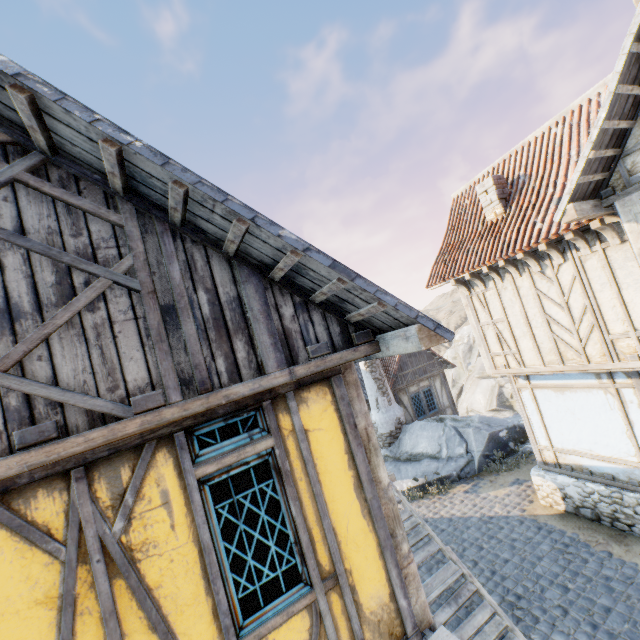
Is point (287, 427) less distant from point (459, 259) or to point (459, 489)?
point (459, 259)

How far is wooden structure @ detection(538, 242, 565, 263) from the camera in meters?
6.8

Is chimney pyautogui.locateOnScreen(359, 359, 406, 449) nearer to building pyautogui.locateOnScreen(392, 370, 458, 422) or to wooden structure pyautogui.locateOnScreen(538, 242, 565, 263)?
building pyautogui.locateOnScreen(392, 370, 458, 422)

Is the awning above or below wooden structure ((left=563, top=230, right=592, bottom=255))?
below

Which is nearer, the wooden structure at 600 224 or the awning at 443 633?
the awning at 443 633

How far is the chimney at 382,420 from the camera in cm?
1512

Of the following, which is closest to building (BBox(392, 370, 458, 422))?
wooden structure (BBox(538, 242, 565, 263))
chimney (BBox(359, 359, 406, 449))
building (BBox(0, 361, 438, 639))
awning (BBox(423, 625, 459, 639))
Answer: chimney (BBox(359, 359, 406, 449))

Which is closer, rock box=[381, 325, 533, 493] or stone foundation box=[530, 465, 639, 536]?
stone foundation box=[530, 465, 639, 536]
